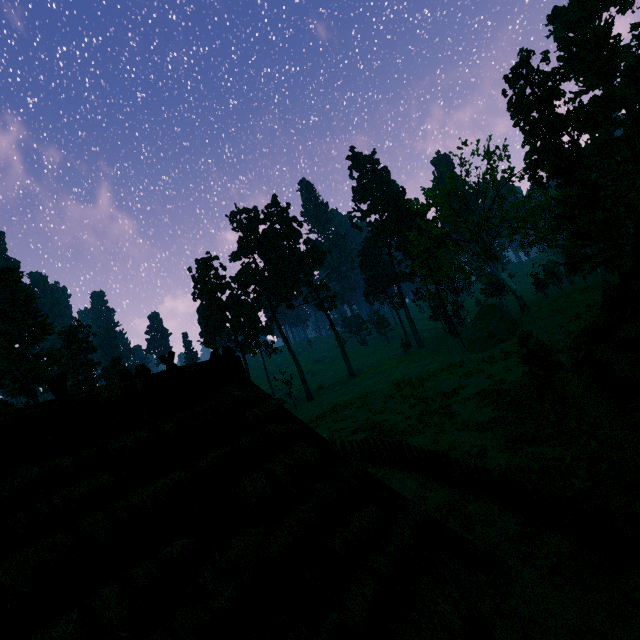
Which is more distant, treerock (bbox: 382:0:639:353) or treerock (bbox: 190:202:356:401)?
treerock (bbox: 190:202:356:401)

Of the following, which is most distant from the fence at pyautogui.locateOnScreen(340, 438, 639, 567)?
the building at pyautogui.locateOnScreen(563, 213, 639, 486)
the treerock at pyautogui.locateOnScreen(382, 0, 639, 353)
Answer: the treerock at pyautogui.locateOnScreen(382, 0, 639, 353)

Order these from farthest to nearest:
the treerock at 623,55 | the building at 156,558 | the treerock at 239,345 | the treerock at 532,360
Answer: the treerock at 239,345, the treerock at 623,55, the treerock at 532,360, the building at 156,558

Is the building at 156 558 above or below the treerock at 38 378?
below

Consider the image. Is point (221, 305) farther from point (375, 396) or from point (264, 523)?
point (264, 523)

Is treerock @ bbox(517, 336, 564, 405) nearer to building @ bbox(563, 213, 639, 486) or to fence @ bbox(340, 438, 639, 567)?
building @ bbox(563, 213, 639, 486)

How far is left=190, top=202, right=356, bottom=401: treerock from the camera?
52.06m
